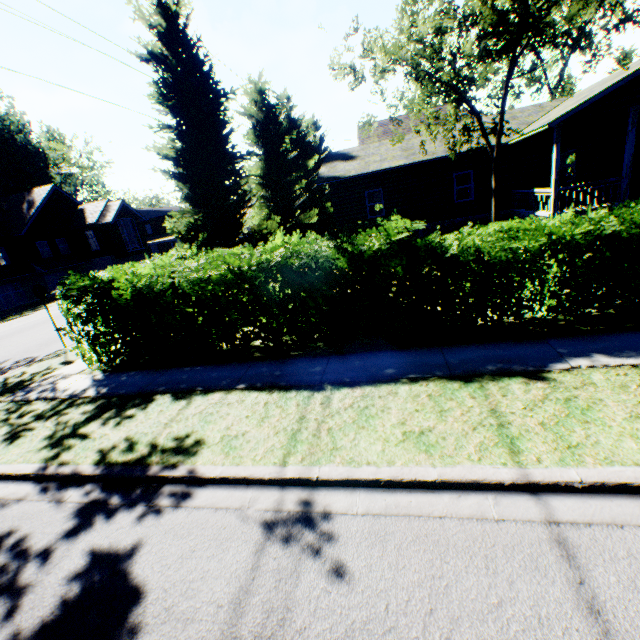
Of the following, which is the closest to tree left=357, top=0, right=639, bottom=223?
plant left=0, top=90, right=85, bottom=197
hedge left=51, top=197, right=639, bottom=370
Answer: plant left=0, top=90, right=85, bottom=197

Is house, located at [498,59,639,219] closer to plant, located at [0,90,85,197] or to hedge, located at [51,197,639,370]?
hedge, located at [51,197,639,370]

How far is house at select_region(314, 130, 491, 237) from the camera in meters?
17.8 m

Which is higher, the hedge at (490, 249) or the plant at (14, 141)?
the plant at (14, 141)

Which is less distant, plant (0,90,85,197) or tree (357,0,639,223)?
tree (357,0,639,223)

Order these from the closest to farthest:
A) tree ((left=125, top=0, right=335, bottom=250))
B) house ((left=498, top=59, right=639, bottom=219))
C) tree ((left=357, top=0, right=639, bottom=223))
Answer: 1. tree ((left=357, top=0, right=639, bottom=223))
2. tree ((left=125, top=0, right=335, bottom=250))
3. house ((left=498, top=59, right=639, bottom=219))

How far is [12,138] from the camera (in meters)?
39.38

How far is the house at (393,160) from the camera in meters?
17.8 m
